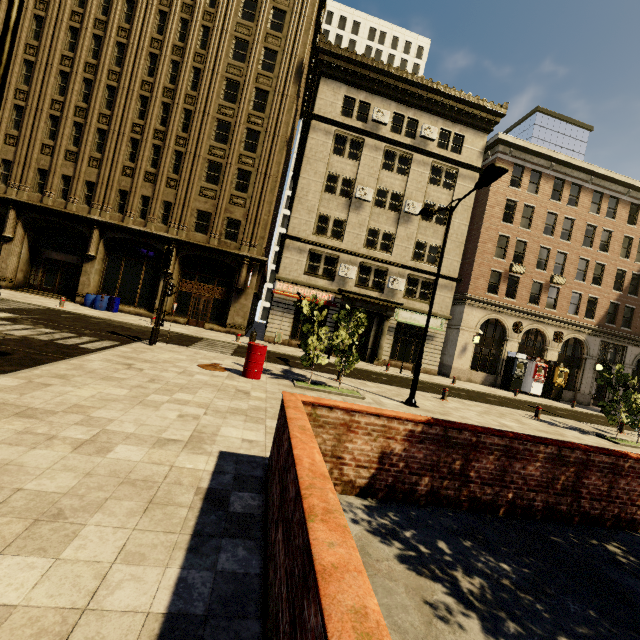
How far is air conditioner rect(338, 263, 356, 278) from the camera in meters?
23.9

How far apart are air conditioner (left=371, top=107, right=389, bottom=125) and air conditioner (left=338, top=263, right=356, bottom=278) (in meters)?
11.01

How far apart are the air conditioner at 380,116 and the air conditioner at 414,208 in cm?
575

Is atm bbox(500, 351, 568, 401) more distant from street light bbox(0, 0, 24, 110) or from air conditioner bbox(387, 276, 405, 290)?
street light bbox(0, 0, 24, 110)

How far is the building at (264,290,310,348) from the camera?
23.53m

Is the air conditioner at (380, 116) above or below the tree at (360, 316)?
above

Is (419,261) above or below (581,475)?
above

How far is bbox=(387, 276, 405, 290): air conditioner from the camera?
24.58m
